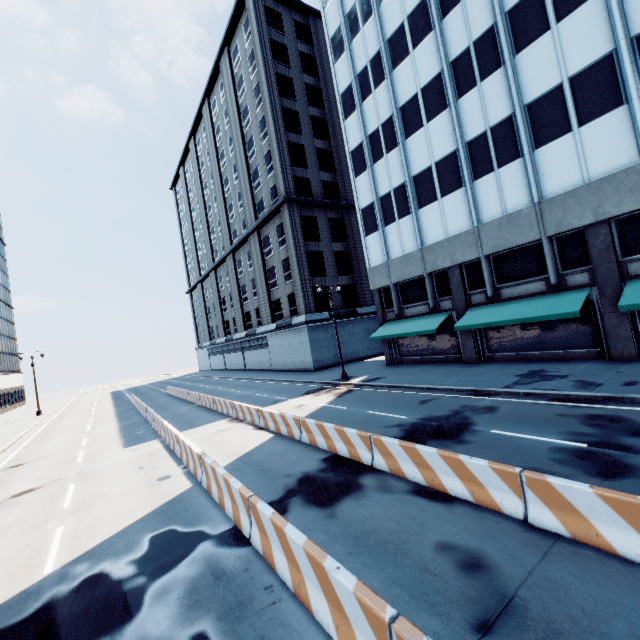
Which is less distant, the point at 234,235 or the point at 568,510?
the point at 568,510

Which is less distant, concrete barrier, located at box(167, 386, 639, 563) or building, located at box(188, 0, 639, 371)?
concrete barrier, located at box(167, 386, 639, 563)

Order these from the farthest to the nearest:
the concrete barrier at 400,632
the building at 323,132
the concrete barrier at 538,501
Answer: the building at 323,132 < the concrete barrier at 538,501 < the concrete barrier at 400,632

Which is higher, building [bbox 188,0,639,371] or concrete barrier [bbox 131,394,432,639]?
building [bbox 188,0,639,371]

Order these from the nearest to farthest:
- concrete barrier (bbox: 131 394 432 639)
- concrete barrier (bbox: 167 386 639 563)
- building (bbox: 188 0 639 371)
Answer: concrete barrier (bbox: 131 394 432 639), concrete barrier (bbox: 167 386 639 563), building (bbox: 188 0 639 371)

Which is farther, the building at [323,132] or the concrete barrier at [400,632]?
the building at [323,132]
